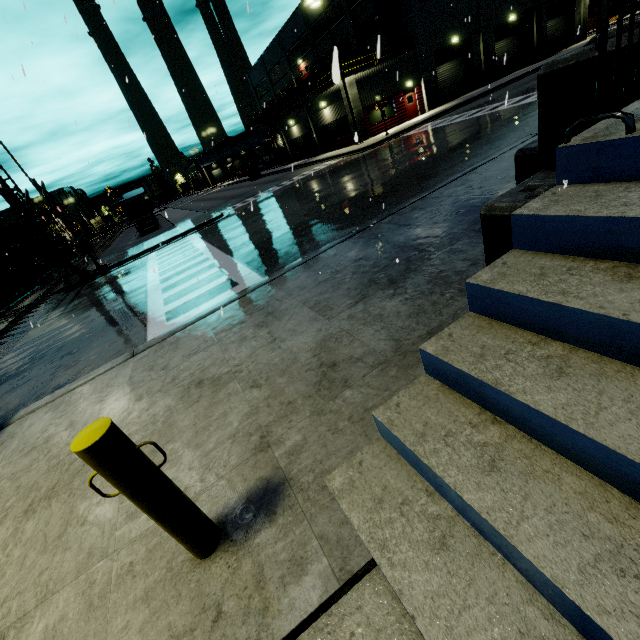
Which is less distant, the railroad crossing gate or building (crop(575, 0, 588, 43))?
the railroad crossing gate

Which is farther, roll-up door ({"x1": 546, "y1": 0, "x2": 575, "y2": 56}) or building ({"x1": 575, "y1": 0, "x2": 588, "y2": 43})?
building ({"x1": 575, "y1": 0, "x2": 588, "y2": 43})

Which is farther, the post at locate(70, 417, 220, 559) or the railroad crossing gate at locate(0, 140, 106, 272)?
the railroad crossing gate at locate(0, 140, 106, 272)

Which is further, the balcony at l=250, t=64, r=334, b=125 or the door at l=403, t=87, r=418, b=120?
the balcony at l=250, t=64, r=334, b=125

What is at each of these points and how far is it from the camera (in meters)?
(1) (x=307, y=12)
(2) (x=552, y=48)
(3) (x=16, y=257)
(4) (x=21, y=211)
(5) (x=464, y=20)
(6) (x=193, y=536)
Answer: (1) building, 37.22
(2) roll-up door, 35.72
(3) cargo car, 25.33
(4) railroad crossing overhang, 16.44
(5) building, 29.53
(6) post, 2.05

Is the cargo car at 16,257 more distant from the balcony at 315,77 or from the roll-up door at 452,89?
the roll-up door at 452,89

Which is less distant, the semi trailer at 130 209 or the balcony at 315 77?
the balcony at 315 77

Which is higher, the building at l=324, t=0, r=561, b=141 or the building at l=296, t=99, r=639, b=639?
the building at l=324, t=0, r=561, b=141
